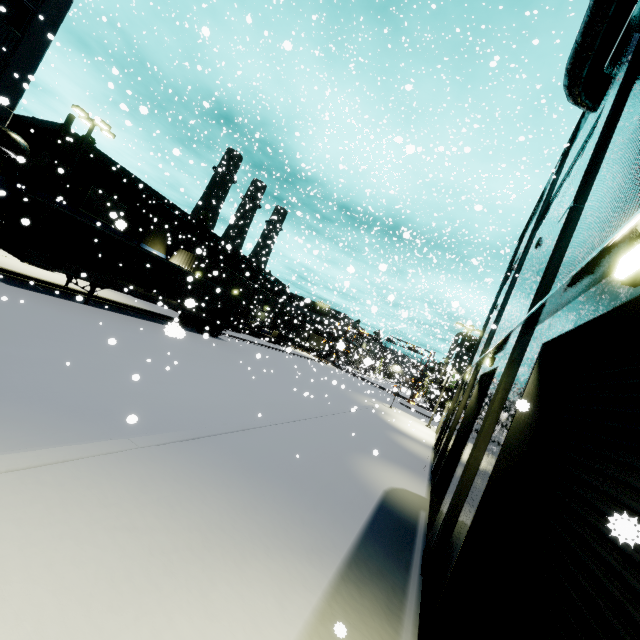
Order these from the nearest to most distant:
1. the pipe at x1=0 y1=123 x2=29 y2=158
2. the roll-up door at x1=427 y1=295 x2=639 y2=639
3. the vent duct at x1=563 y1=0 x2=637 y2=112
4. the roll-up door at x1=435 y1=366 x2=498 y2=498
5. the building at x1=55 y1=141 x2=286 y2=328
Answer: the roll-up door at x1=427 y1=295 x2=639 y2=639 < the vent duct at x1=563 y1=0 x2=637 y2=112 < the roll-up door at x1=435 y1=366 x2=498 y2=498 < the pipe at x1=0 y1=123 x2=29 y2=158 < the building at x1=55 y1=141 x2=286 y2=328

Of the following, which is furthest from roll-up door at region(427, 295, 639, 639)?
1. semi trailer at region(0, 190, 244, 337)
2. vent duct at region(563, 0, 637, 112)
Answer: vent duct at region(563, 0, 637, 112)

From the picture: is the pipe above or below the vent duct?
below

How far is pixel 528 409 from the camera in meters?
4.7

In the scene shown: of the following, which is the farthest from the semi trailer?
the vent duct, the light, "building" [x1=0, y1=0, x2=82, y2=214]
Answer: the light

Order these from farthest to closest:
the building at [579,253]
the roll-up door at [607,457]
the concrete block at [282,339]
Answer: the concrete block at [282,339]
the building at [579,253]
the roll-up door at [607,457]

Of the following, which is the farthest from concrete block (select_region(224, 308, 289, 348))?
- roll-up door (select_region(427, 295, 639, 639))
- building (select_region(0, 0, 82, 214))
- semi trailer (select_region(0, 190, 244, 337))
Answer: roll-up door (select_region(427, 295, 639, 639))

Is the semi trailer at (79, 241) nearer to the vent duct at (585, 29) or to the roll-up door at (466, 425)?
the roll-up door at (466, 425)
